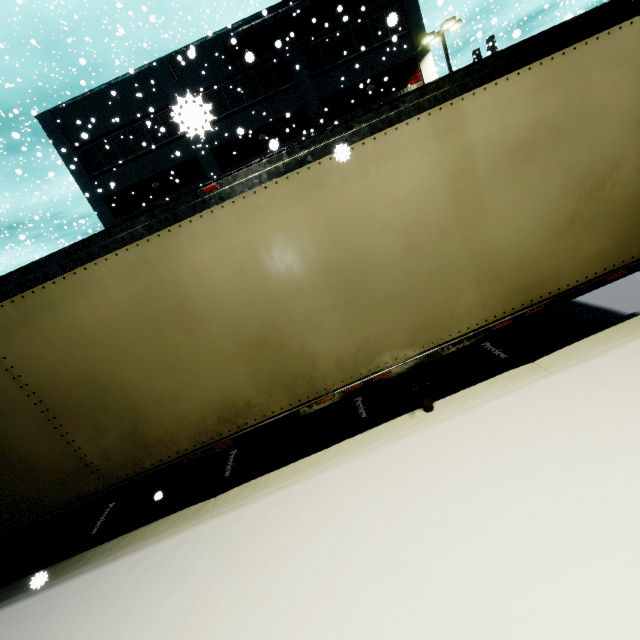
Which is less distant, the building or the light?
the light

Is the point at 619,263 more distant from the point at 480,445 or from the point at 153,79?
the point at 153,79

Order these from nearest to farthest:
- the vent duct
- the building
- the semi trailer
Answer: the semi trailer → the vent duct → the building

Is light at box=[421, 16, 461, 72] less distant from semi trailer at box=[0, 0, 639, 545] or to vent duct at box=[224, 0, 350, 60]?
semi trailer at box=[0, 0, 639, 545]

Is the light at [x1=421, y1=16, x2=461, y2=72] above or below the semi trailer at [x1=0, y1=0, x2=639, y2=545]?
above

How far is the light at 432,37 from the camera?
19.14m

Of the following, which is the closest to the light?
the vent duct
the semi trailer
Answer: the semi trailer

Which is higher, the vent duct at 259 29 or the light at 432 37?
the vent duct at 259 29
